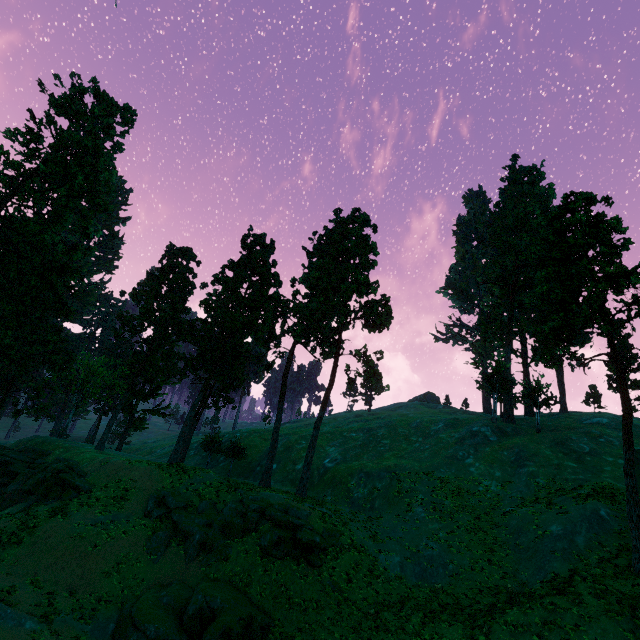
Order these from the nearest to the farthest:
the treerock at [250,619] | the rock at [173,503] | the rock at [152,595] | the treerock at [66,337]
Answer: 1. the treerock at [250,619]
2. the rock at [152,595]
3. the rock at [173,503]
4. the treerock at [66,337]

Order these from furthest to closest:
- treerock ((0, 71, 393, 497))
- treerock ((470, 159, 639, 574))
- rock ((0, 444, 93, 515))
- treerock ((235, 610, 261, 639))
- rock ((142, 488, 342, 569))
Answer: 1. treerock ((0, 71, 393, 497))
2. rock ((0, 444, 93, 515))
3. rock ((142, 488, 342, 569))
4. treerock ((470, 159, 639, 574))
5. treerock ((235, 610, 261, 639))

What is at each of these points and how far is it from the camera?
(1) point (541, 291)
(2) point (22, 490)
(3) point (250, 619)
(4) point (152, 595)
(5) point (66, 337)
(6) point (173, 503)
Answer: (1) treerock, 22.7m
(2) rock, 30.0m
(3) treerock, 15.7m
(4) rock, 19.2m
(5) treerock, 39.9m
(6) rock, 26.0m

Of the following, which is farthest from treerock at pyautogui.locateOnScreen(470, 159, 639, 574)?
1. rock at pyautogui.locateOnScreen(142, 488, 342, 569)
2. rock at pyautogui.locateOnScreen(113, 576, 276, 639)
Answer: rock at pyautogui.locateOnScreen(113, 576, 276, 639)

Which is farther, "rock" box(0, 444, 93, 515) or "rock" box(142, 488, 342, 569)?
"rock" box(0, 444, 93, 515)

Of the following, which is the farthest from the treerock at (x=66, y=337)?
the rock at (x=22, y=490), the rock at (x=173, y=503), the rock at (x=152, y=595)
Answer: the rock at (x=152, y=595)

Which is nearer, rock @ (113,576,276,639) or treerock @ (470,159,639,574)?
rock @ (113,576,276,639)

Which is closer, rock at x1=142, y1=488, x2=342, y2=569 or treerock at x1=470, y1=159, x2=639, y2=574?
treerock at x1=470, y1=159, x2=639, y2=574
